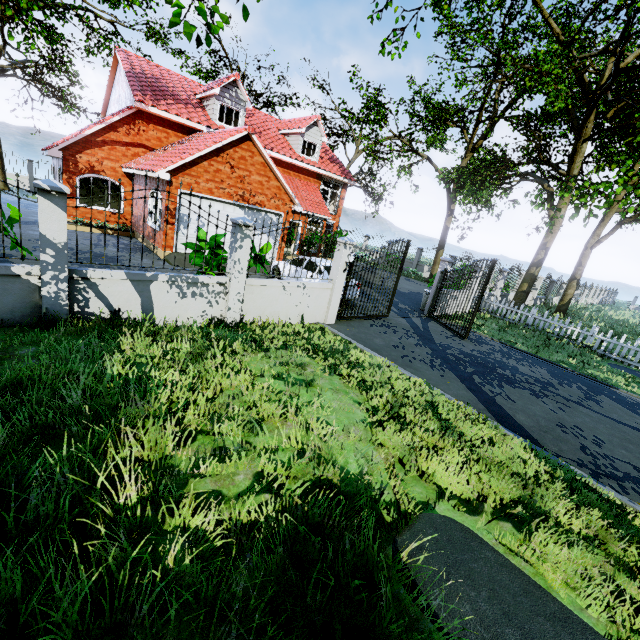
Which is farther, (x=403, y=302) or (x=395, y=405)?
(x=403, y=302)

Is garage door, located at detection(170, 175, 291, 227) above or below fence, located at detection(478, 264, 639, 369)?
above

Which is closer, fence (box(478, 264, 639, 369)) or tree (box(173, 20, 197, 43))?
tree (box(173, 20, 197, 43))

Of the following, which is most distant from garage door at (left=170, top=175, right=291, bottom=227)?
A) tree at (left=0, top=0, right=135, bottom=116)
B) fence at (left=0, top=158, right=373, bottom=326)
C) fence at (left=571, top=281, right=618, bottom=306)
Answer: fence at (left=571, top=281, right=618, bottom=306)

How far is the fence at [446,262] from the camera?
13.43m

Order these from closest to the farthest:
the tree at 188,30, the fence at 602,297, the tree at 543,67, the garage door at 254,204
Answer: the tree at 188,30 → the tree at 543,67 → the garage door at 254,204 → the fence at 602,297

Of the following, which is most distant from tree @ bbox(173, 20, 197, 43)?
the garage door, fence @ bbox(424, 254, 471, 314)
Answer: the garage door

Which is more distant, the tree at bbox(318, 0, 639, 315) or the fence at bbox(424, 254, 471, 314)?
the fence at bbox(424, 254, 471, 314)
